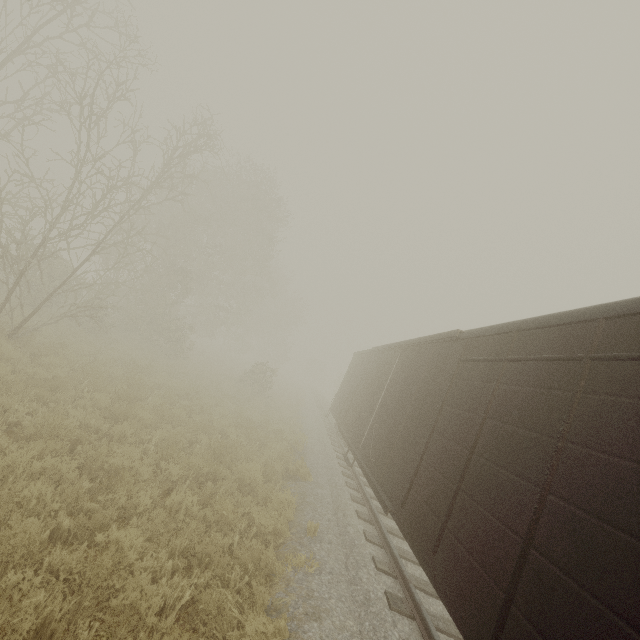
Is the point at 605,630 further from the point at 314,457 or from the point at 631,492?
the point at 314,457
